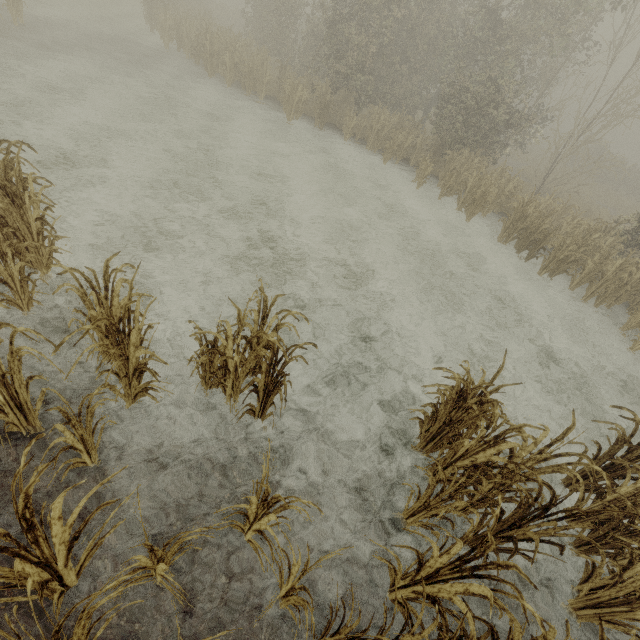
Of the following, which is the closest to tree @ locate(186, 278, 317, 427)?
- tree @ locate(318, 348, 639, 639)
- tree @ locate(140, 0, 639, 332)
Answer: tree @ locate(318, 348, 639, 639)

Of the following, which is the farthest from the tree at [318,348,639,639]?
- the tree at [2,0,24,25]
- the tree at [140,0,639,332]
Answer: the tree at [2,0,24,25]

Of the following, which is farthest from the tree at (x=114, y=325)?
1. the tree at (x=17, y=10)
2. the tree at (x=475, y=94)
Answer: the tree at (x=17, y=10)

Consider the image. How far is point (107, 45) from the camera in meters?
15.7 m

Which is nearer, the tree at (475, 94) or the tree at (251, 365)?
A: the tree at (251, 365)

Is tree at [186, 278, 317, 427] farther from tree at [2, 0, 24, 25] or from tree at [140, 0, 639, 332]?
tree at [2, 0, 24, 25]

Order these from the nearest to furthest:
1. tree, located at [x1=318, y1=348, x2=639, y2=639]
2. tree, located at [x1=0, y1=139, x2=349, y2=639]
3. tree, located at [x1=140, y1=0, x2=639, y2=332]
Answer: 1. tree, located at [x1=0, y1=139, x2=349, y2=639]
2. tree, located at [x1=318, y1=348, x2=639, y2=639]
3. tree, located at [x1=140, y1=0, x2=639, y2=332]

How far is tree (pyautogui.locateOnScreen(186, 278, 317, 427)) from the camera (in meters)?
3.50
